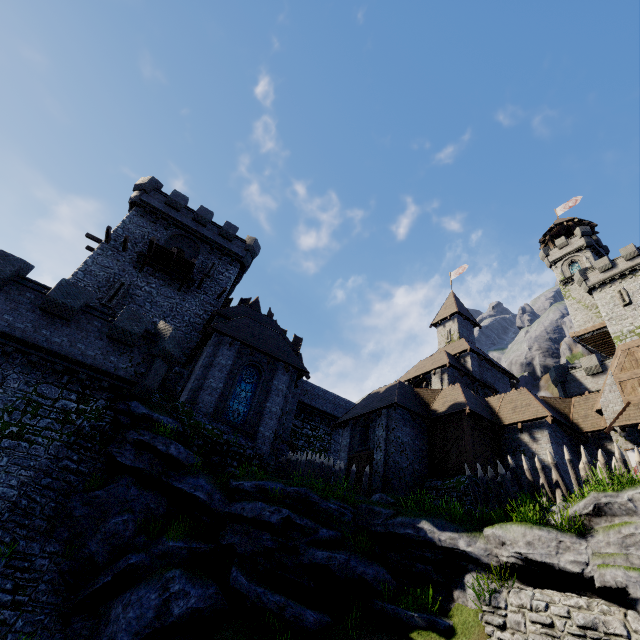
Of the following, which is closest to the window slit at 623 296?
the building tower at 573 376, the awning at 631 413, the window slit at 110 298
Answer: the building tower at 573 376

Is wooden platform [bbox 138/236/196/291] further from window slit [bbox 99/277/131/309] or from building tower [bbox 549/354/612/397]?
building tower [bbox 549/354/612/397]

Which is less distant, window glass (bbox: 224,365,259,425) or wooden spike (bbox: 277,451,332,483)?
wooden spike (bbox: 277,451,332,483)

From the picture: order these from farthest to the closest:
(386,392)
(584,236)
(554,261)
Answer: (554,261) → (584,236) → (386,392)

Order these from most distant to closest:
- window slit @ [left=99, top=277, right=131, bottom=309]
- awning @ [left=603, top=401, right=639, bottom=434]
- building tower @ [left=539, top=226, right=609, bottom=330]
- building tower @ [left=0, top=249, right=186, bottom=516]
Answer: building tower @ [left=539, top=226, right=609, bottom=330] < window slit @ [left=99, top=277, right=131, bottom=309] < awning @ [left=603, top=401, right=639, bottom=434] < building tower @ [left=0, top=249, right=186, bottom=516]

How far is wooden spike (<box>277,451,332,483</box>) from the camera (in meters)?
17.09

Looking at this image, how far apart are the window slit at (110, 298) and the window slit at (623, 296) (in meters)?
49.47

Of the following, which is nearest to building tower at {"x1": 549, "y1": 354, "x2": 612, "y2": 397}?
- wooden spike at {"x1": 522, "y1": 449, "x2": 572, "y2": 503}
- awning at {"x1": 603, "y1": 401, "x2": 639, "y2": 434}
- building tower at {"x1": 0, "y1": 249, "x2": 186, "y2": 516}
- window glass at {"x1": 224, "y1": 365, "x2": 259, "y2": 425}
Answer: awning at {"x1": 603, "y1": 401, "x2": 639, "y2": 434}
